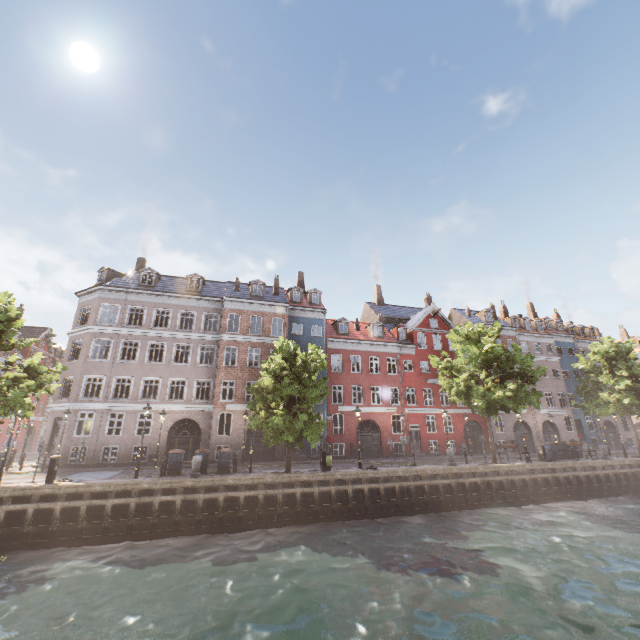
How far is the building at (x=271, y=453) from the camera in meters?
26.4

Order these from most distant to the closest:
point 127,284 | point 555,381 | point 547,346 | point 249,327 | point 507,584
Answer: point 547,346, point 555,381, point 249,327, point 127,284, point 507,584

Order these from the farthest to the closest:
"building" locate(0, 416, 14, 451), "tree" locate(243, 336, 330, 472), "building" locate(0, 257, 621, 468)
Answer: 1. "building" locate(0, 416, 14, 451)
2. "building" locate(0, 257, 621, 468)
3. "tree" locate(243, 336, 330, 472)

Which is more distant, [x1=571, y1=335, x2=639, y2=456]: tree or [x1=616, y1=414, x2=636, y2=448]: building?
[x1=616, y1=414, x2=636, y2=448]: building

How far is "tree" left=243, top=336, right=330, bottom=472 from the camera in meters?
18.1

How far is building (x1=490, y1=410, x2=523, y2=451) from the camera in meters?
33.5 m

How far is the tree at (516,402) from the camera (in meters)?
21.70
